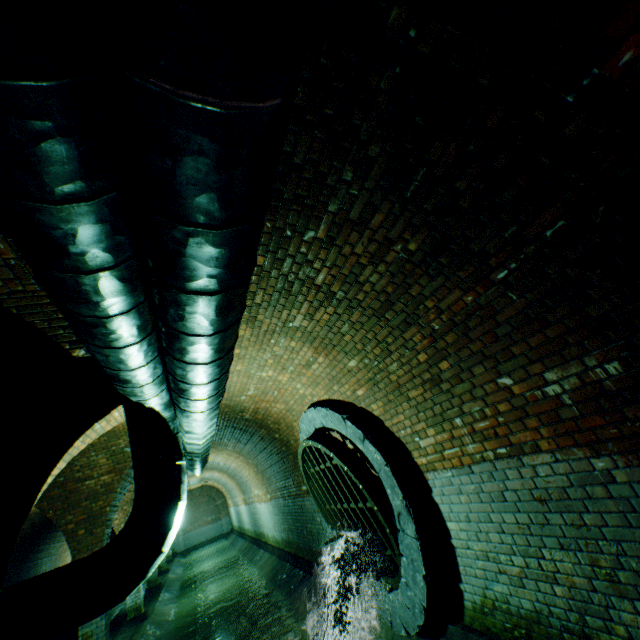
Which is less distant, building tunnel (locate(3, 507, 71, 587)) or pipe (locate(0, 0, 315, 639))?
pipe (locate(0, 0, 315, 639))

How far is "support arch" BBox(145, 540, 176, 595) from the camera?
14.1m

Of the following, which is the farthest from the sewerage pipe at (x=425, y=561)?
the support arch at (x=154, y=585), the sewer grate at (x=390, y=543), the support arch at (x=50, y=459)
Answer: the support arch at (x=154, y=585)

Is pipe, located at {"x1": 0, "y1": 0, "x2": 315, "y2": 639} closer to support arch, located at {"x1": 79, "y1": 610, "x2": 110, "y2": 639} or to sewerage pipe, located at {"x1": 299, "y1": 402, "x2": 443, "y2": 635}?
support arch, located at {"x1": 79, "y1": 610, "x2": 110, "y2": 639}

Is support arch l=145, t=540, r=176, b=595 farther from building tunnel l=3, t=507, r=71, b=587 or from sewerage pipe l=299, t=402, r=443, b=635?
sewerage pipe l=299, t=402, r=443, b=635

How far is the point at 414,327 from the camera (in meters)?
3.29

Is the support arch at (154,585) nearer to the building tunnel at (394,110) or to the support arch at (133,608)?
the building tunnel at (394,110)

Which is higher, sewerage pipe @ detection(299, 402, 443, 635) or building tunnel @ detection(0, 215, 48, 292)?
building tunnel @ detection(0, 215, 48, 292)
